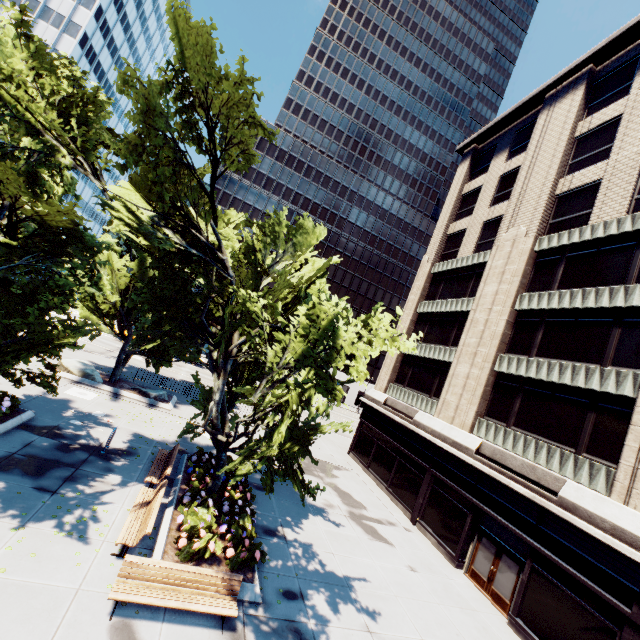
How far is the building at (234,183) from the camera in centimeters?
5909cm

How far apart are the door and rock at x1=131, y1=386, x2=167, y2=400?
20.0 meters

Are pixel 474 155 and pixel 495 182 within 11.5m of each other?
yes

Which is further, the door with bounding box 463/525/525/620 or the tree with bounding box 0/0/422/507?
the door with bounding box 463/525/525/620

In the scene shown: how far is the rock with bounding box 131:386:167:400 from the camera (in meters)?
21.42

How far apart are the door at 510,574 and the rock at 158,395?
20.0m

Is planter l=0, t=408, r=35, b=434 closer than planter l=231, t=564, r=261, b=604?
No

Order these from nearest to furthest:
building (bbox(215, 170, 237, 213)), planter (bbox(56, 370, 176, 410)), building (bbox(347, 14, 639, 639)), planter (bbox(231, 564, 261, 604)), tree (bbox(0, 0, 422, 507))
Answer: tree (bbox(0, 0, 422, 507)) < planter (bbox(231, 564, 261, 604)) < building (bbox(347, 14, 639, 639)) < planter (bbox(56, 370, 176, 410)) < building (bbox(215, 170, 237, 213))
